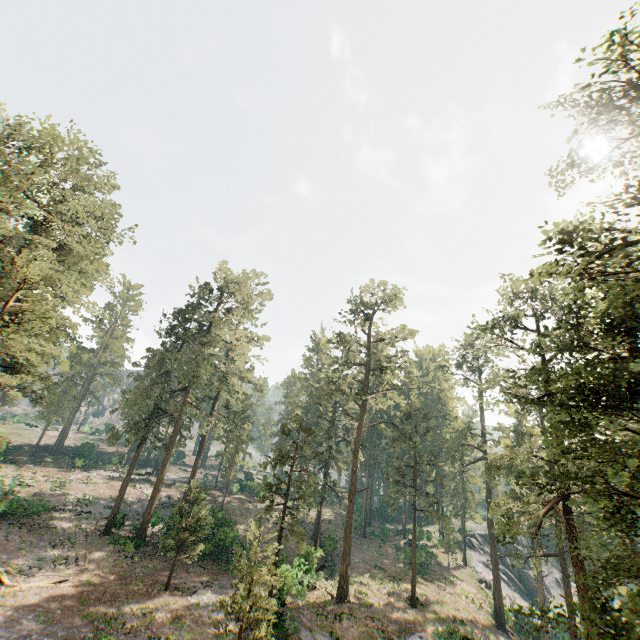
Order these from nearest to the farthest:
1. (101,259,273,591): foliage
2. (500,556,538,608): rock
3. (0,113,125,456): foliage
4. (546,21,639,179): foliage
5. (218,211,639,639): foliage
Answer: (218,211,639,639): foliage → (546,21,639,179): foliage → (0,113,125,456): foliage → (101,259,273,591): foliage → (500,556,538,608): rock

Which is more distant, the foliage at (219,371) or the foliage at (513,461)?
the foliage at (219,371)

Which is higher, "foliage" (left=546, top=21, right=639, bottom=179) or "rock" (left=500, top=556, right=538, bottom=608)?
"foliage" (left=546, top=21, right=639, bottom=179)

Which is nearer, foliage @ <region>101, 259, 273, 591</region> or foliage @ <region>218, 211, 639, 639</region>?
foliage @ <region>218, 211, 639, 639</region>

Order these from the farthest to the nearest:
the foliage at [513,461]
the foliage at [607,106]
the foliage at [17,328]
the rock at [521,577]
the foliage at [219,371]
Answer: the rock at [521,577]
the foliage at [219,371]
the foliage at [17,328]
the foliage at [607,106]
the foliage at [513,461]

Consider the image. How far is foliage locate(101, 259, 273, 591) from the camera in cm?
3043

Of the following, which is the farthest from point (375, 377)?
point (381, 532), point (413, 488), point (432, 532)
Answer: point (432, 532)
